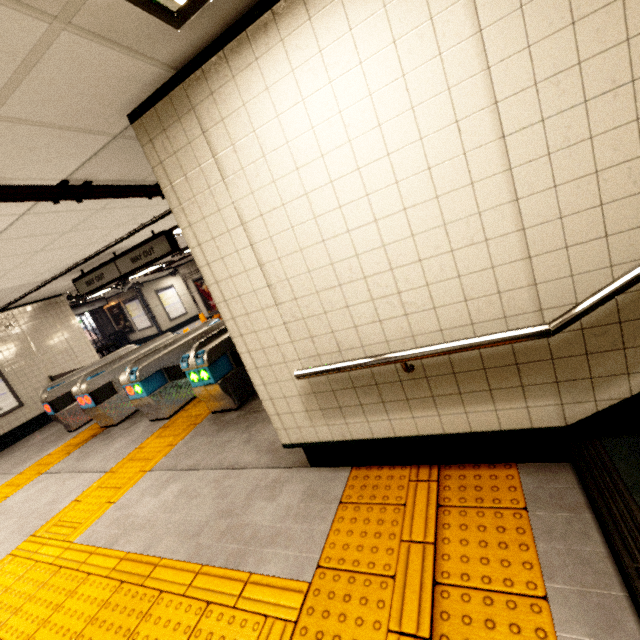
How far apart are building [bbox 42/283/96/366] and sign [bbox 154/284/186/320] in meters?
7.9

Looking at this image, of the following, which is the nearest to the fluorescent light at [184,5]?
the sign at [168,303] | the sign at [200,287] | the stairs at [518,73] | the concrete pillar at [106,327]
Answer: the stairs at [518,73]

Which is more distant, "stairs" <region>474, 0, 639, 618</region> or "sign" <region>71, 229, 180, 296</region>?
"sign" <region>71, 229, 180, 296</region>

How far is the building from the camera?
8.7m

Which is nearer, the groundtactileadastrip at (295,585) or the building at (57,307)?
the groundtactileadastrip at (295,585)

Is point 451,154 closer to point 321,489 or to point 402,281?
point 402,281

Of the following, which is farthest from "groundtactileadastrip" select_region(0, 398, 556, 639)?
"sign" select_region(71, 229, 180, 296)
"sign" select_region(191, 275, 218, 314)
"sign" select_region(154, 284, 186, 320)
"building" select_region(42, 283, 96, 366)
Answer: "sign" select_region(154, 284, 186, 320)

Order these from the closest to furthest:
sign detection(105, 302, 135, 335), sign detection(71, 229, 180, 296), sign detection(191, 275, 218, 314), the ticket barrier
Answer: the ticket barrier
sign detection(71, 229, 180, 296)
sign detection(191, 275, 218, 314)
sign detection(105, 302, 135, 335)
